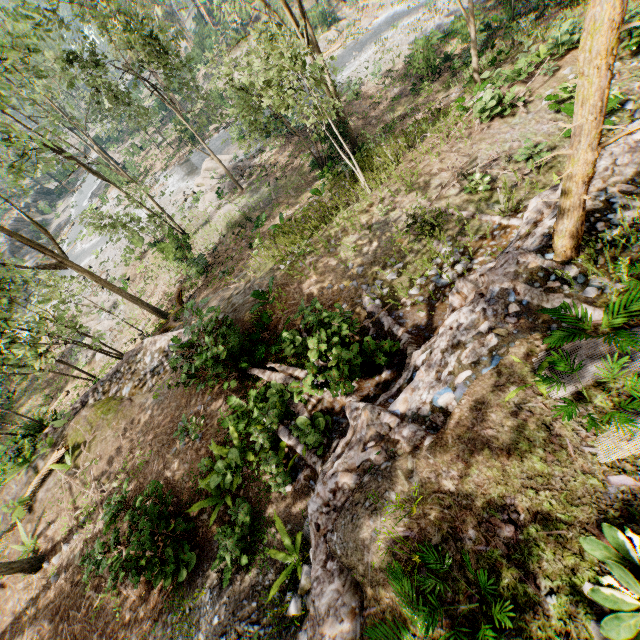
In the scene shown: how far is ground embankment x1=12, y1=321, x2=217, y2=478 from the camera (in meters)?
10.02

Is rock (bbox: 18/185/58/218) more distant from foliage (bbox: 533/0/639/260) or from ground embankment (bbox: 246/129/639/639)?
ground embankment (bbox: 246/129/639/639)

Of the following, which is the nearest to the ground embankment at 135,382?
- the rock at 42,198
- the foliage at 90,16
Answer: the foliage at 90,16

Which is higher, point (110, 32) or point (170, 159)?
point (110, 32)

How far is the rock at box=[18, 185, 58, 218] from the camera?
50.1 meters

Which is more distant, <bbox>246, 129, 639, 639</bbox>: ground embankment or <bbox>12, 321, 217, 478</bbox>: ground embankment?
<bbox>12, 321, 217, 478</bbox>: ground embankment

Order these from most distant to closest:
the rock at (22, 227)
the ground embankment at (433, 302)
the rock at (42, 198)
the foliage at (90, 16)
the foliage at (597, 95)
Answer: the rock at (42, 198) < the rock at (22, 227) < the foliage at (90, 16) < the ground embankment at (433, 302) < the foliage at (597, 95)
